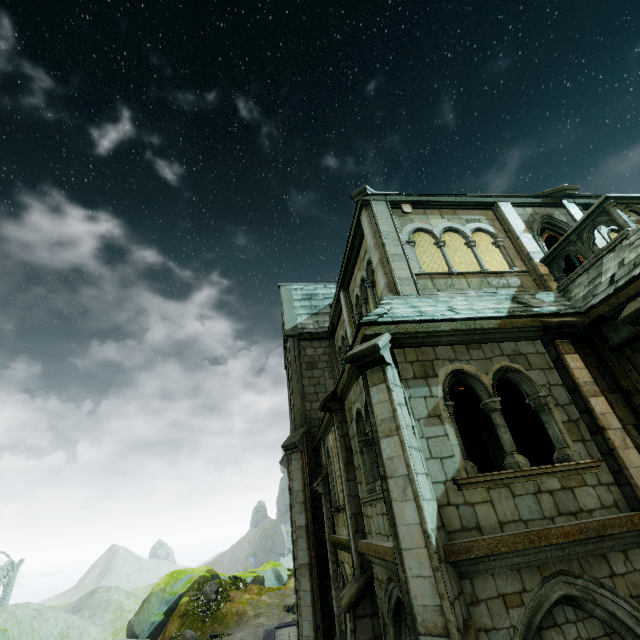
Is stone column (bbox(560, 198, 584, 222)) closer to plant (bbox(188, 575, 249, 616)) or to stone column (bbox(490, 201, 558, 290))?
stone column (bbox(490, 201, 558, 290))

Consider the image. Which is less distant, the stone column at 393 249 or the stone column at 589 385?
the stone column at 589 385

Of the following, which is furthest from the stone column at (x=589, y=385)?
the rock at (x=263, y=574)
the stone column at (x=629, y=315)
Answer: the rock at (x=263, y=574)

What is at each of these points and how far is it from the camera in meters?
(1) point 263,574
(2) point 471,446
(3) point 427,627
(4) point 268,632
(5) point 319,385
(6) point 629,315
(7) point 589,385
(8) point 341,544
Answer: (1) rock, 33.1 m
(2) stone column, 11.4 m
(3) stone column, 3.9 m
(4) wall trim, 19.3 m
(5) building, 16.2 m
(6) stone column, 5.6 m
(7) stone column, 6.0 m
(8) wall trim, 8.9 m

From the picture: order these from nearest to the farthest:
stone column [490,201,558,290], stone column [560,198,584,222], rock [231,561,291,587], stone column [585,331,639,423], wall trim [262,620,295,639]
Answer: stone column [585,331,639,423], stone column [490,201,558,290], stone column [560,198,584,222], wall trim [262,620,295,639], rock [231,561,291,587]

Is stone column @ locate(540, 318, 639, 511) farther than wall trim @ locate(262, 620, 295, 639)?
No

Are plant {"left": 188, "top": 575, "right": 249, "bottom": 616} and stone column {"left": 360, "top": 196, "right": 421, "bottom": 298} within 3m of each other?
no

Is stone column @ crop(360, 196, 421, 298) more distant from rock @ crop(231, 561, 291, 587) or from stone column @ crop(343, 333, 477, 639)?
rock @ crop(231, 561, 291, 587)
